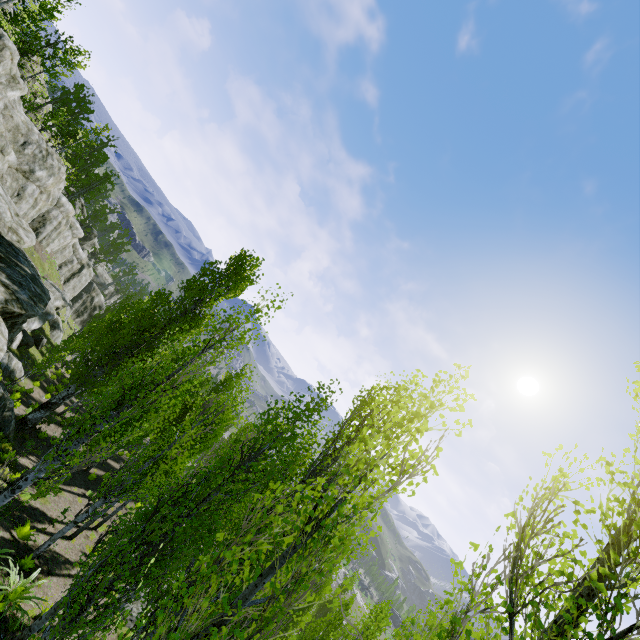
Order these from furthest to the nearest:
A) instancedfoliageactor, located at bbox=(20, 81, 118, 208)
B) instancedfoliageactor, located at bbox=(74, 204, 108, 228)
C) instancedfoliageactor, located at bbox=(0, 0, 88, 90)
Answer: instancedfoliageactor, located at bbox=(74, 204, 108, 228) → instancedfoliageactor, located at bbox=(20, 81, 118, 208) → instancedfoliageactor, located at bbox=(0, 0, 88, 90)

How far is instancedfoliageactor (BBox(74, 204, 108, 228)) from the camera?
51.0m

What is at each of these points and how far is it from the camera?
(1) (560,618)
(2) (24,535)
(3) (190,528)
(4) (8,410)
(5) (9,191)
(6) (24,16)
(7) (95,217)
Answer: (1) instancedfoliageactor, 3.5 meters
(2) instancedfoliageactor, 12.5 meters
(3) instancedfoliageactor, 7.1 meters
(4) rock, 16.3 meters
(5) rock, 29.0 meters
(6) instancedfoliageactor, 27.4 meters
(7) instancedfoliageactor, 54.1 meters

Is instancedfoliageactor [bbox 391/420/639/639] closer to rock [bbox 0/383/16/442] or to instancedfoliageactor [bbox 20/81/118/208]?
instancedfoliageactor [bbox 20/81/118/208]

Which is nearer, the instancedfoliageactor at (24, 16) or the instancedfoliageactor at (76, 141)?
the instancedfoliageactor at (24, 16)

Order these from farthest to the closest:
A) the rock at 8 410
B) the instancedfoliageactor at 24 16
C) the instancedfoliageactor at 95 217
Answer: the instancedfoliageactor at 95 217 < the instancedfoliageactor at 24 16 < the rock at 8 410

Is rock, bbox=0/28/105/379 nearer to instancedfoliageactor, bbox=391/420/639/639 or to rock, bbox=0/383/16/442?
rock, bbox=0/383/16/442
